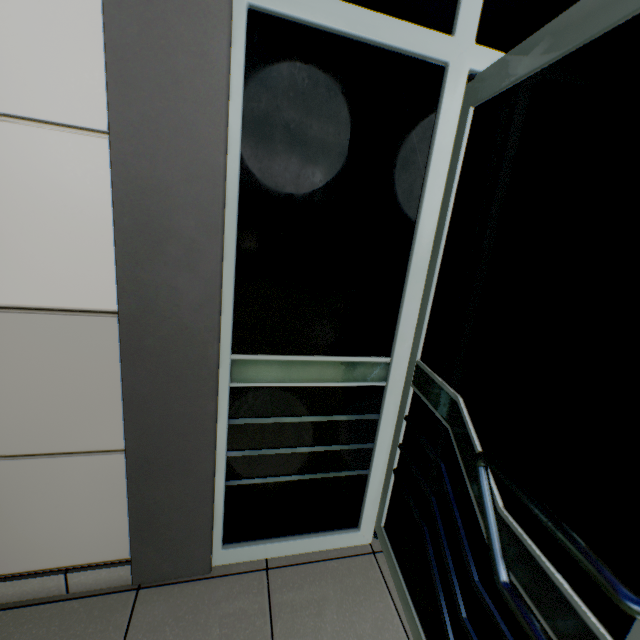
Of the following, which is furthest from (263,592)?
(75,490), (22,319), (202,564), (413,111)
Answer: (413,111)
